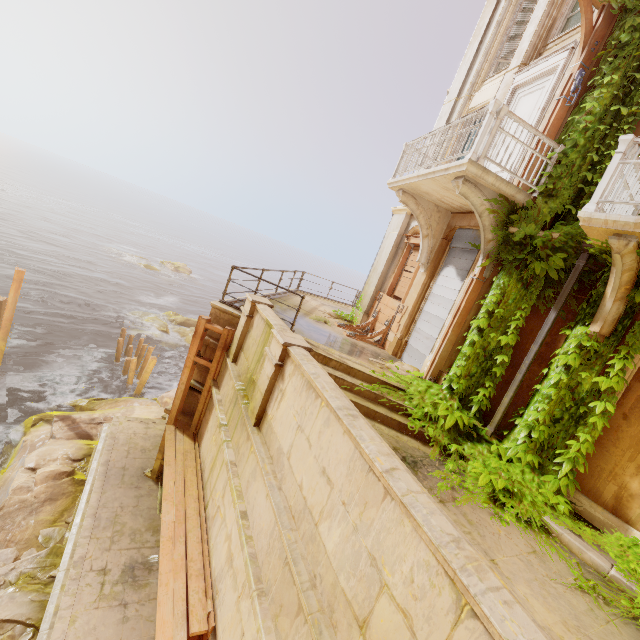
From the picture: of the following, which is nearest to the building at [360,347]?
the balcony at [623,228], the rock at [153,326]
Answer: the balcony at [623,228]

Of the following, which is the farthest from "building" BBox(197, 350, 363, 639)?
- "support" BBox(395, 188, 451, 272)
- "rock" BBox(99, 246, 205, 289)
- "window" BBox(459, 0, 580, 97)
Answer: "rock" BBox(99, 246, 205, 289)

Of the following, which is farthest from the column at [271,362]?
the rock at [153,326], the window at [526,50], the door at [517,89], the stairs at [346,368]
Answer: the rock at [153,326]

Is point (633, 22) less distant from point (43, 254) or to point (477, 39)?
point (477, 39)

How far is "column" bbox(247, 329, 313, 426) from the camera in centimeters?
503cm

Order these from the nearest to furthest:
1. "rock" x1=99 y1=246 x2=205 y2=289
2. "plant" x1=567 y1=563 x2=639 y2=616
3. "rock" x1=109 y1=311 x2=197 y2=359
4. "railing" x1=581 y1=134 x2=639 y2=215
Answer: "plant" x1=567 y1=563 x2=639 y2=616 < "railing" x1=581 y1=134 x2=639 y2=215 < "rock" x1=109 y1=311 x2=197 y2=359 < "rock" x1=99 y1=246 x2=205 y2=289

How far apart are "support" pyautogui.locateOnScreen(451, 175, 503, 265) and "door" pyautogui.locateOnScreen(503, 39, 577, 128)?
1.40m

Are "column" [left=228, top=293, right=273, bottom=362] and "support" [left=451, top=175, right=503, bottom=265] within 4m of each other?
no
